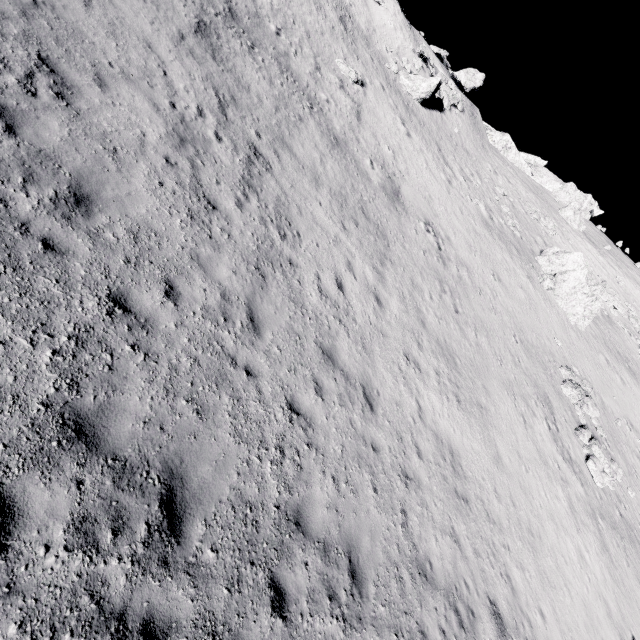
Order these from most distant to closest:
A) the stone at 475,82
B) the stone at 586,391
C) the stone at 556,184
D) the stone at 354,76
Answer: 1. the stone at 475,82
2. the stone at 556,184
3. the stone at 354,76
4. the stone at 586,391

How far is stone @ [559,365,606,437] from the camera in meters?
17.5

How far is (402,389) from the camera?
10.67m

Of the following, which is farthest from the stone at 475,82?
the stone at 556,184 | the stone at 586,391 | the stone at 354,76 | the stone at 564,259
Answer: the stone at 586,391

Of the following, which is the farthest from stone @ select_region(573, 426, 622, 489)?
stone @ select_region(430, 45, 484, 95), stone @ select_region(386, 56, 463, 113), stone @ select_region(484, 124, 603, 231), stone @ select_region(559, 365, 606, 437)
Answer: stone @ select_region(430, 45, 484, 95)

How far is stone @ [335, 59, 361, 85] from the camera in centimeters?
2089cm

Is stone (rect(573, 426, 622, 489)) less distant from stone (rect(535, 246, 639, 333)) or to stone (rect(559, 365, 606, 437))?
stone (rect(559, 365, 606, 437))

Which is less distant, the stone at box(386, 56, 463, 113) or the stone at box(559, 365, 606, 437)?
the stone at box(559, 365, 606, 437)
